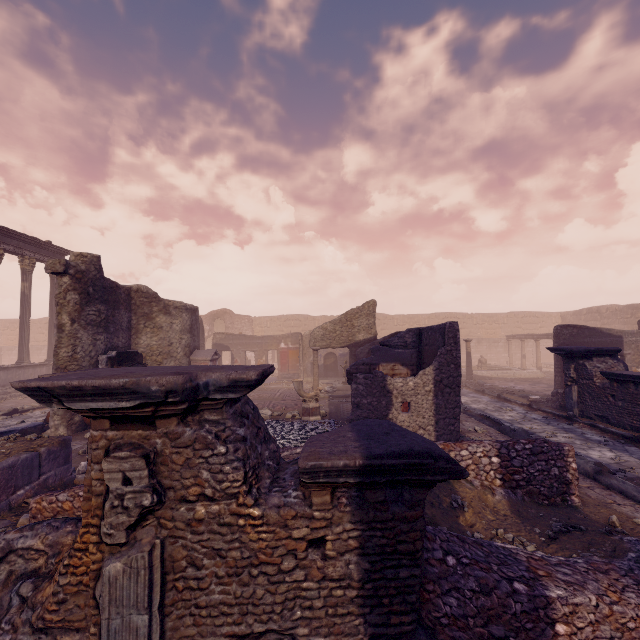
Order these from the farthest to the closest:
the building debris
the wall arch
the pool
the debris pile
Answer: the wall arch
the pool
the debris pile
the building debris

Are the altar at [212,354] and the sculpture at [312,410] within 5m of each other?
yes

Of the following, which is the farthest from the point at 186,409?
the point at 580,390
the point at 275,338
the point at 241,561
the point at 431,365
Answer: the point at 275,338

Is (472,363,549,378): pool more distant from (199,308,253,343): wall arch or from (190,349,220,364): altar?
(199,308,253,343): wall arch

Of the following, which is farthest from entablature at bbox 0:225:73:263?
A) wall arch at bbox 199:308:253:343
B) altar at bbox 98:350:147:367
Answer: wall arch at bbox 199:308:253:343

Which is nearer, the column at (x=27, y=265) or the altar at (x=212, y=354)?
the altar at (x=212, y=354)

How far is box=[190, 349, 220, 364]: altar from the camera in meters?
13.2 m

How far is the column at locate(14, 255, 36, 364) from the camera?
16.30m
